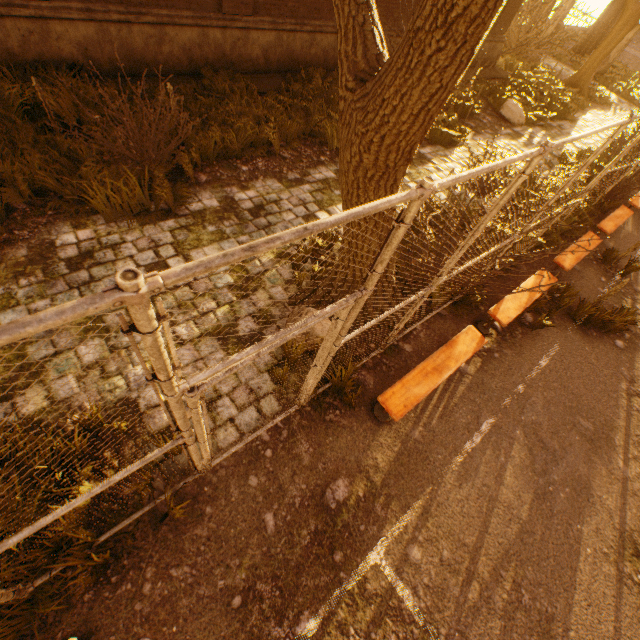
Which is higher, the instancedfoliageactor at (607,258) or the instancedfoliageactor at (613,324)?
the instancedfoliageactor at (613,324)

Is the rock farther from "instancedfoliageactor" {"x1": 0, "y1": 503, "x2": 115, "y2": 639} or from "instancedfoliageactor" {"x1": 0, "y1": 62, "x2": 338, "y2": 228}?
"instancedfoliageactor" {"x1": 0, "y1": 503, "x2": 115, "y2": 639}

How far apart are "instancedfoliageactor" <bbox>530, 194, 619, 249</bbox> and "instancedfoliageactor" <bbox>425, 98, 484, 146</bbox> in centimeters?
182cm

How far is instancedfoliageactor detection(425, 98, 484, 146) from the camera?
8.54m

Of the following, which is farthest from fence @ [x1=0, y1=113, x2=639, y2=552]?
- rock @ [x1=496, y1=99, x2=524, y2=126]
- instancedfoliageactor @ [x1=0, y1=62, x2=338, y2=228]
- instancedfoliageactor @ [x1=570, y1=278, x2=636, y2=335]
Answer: rock @ [x1=496, y1=99, x2=524, y2=126]

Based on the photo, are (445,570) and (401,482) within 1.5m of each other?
yes

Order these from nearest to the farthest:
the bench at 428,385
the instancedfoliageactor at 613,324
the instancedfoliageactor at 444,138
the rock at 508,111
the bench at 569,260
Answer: the bench at 428,385 < the instancedfoliageactor at 613,324 < the bench at 569,260 < the instancedfoliageactor at 444,138 < the rock at 508,111

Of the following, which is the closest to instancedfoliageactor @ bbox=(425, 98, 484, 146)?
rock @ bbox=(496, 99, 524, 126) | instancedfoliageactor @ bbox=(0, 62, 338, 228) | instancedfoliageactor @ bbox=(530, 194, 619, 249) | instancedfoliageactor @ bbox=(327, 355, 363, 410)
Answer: instancedfoliageactor @ bbox=(0, 62, 338, 228)
